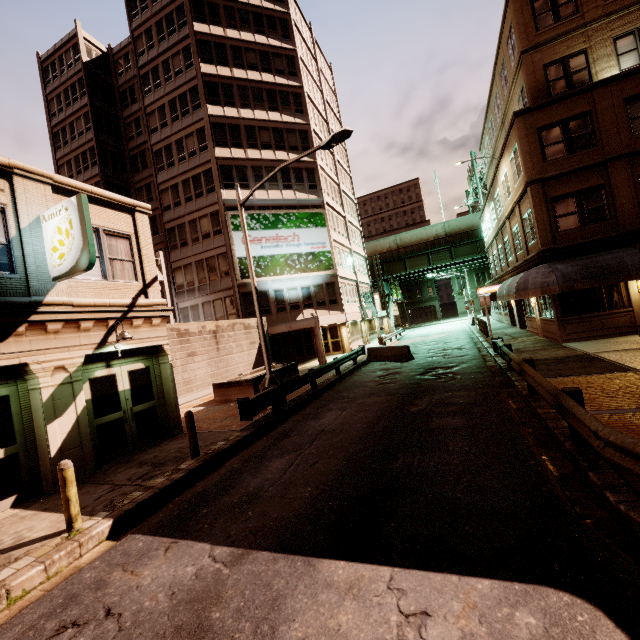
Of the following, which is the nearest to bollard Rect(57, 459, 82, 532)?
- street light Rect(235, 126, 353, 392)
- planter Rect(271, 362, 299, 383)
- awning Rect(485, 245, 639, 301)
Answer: street light Rect(235, 126, 353, 392)

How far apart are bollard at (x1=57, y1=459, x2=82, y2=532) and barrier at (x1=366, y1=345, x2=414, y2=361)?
16.8m

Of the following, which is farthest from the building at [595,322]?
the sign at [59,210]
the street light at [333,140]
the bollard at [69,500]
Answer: the bollard at [69,500]

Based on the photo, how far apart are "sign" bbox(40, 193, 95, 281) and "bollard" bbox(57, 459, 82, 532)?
4.5m

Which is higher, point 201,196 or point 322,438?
point 201,196

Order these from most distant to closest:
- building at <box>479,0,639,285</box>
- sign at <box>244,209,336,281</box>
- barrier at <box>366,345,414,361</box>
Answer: sign at <box>244,209,336,281</box> → barrier at <box>366,345,414,361</box> → building at <box>479,0,639,285</box>

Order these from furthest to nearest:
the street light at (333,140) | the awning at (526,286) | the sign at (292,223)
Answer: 1. the sign at (292,223)
2. the awning at (526,286)
3. the street light at (333,140)

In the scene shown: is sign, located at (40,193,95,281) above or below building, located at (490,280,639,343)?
above
